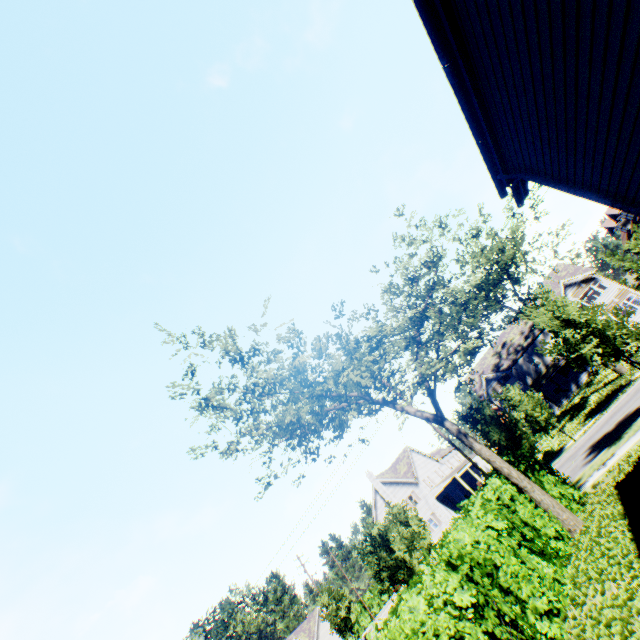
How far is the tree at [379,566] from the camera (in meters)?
21.61

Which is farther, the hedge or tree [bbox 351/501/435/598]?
tree [bbox 351/501/435/598]

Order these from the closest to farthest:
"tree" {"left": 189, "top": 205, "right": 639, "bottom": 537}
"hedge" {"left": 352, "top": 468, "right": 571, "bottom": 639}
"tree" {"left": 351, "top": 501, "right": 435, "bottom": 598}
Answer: "hedge" {"left": 352, "top": 468, "right": 571, "bottom": 639}
"tree" {"left": 189, "top": 205, "right": 639, "bottom": 537}
"tree" {"left": 351, "top": 501, "right": 435, "bottom": 598}

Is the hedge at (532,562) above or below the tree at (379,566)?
below

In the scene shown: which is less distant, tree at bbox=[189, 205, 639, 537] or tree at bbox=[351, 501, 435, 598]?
tree at bbox=[189, 205, 639, 537]

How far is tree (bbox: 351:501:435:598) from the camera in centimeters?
2161cm

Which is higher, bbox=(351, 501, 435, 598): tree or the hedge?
bbox=(351, 501, 435, 598): tree

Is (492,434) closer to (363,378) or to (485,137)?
(363,378)
